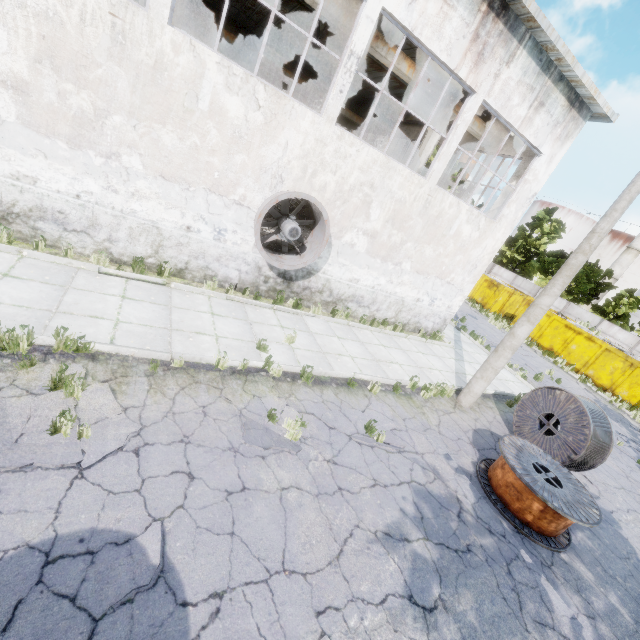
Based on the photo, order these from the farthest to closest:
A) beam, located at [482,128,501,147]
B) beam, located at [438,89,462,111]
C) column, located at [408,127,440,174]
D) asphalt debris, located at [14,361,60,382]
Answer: beam, located at [482,128,501,147]
column, located at [408,127,440,174]
beam, located at [438,89,462,111]
asphalt debris, located at [14,361,60,382]

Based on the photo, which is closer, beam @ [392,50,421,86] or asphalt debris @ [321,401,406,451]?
asphalt debris @ [321,401,406,451]

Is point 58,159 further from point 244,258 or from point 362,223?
point 362,223

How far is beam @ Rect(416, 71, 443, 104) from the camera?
11.46m

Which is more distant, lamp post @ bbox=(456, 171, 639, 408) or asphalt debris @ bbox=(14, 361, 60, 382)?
lamp post @ bbox=(456, 171, 639, 408)

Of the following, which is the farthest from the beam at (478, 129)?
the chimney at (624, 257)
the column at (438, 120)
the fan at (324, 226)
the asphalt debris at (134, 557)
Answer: the chimney at (624, 257)

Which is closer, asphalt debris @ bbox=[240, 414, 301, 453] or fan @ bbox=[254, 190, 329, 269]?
asphalt debris @ bbox=[240, 414, 301, 453]

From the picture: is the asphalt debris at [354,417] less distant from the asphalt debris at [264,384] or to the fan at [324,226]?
the asphalt debris at [264,384]
